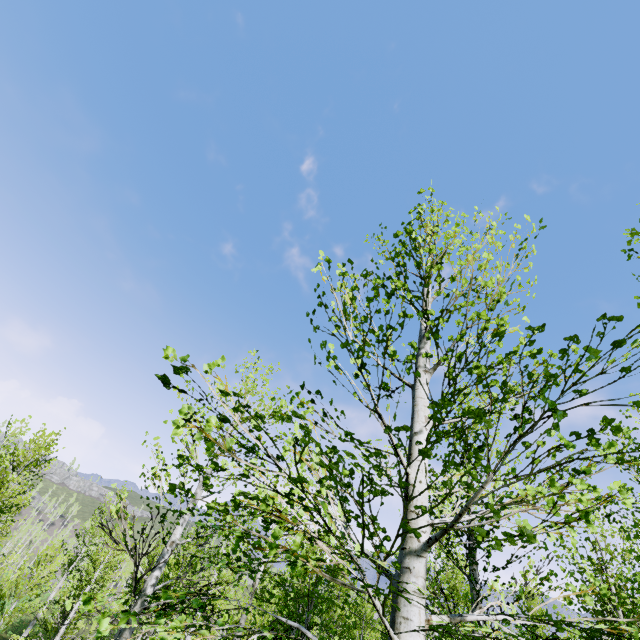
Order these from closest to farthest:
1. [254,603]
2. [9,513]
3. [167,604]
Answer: [167,604], [254,603], [9,513]
